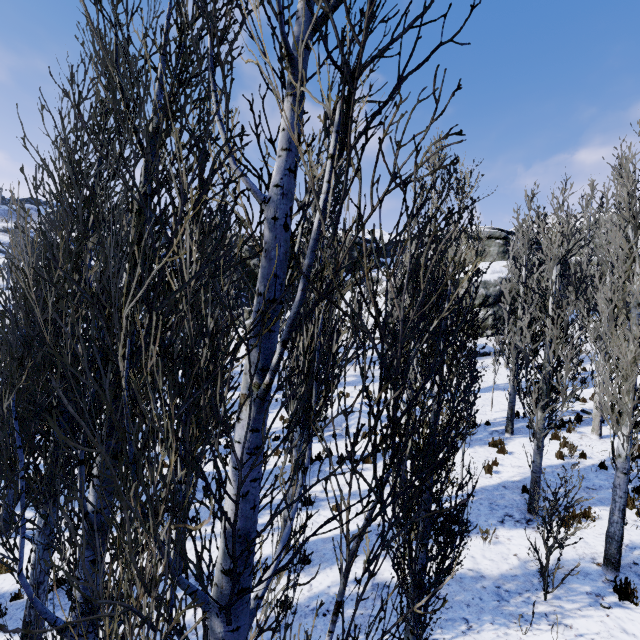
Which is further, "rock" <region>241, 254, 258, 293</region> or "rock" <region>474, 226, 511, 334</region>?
"rock" <region>241, 254, 258, 293</region>

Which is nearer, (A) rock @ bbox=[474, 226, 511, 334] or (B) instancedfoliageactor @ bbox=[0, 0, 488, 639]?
(B) instancedfoliageactor @ bbox=[0, 0, 488, 639]

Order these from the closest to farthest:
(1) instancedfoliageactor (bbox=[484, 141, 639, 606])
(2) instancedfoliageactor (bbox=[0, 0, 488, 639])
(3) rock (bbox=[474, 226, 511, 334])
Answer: (2) instancedfoliageactor (bbox=[0, 0, 488, 639]), (1) instancedfoliageactor (bbox=[484, 141, 639, 606]), (3) rock (bbox=[474, 226, 511, 334])

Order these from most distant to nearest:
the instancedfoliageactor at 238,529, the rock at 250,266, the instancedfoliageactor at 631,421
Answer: the rock at 250,266
the instancedfoliageactor at 631,421
the instancedfoliageactor at 238,529

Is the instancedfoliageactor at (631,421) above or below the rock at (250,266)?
below

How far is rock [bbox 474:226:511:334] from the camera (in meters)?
27.45

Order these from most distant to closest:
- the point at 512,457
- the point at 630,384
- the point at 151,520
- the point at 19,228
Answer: the point at 512,457 → the point at 630,384 → the point at 19,228 → the point at 151,520
